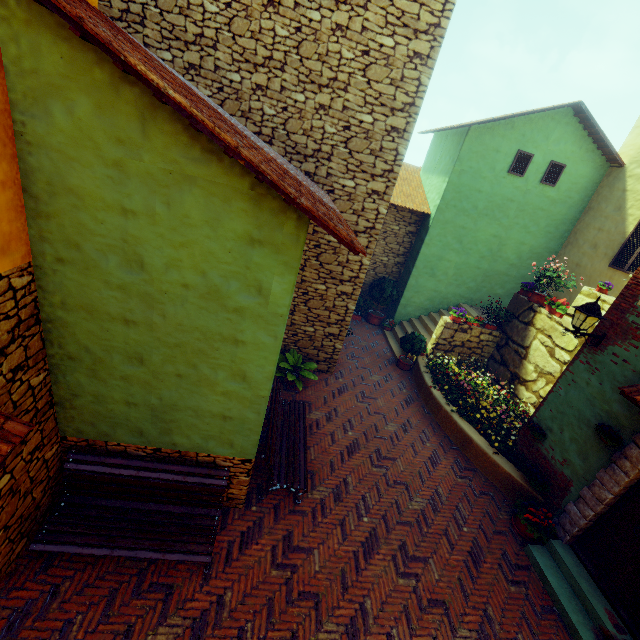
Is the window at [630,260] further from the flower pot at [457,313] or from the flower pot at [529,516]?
the flower pot at [529,516]

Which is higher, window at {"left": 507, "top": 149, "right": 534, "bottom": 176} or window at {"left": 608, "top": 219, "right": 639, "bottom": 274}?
window at {"left": 507, "top": 149, "right": 534, "bottom": 176}

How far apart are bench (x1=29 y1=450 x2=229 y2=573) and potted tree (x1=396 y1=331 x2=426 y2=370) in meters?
6.9 m

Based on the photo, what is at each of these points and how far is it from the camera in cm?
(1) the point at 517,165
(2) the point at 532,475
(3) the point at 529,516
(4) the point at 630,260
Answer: (1) window, 1062
(2) flower pot, 654
(3) flower pot, 609
(4) window, 951

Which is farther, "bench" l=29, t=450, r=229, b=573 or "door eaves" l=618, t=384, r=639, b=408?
"door eaves" l=618, t=384, r=639, b=408

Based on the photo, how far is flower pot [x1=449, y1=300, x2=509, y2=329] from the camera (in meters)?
9.95

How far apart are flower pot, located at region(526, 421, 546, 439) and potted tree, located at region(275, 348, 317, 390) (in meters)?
4.84

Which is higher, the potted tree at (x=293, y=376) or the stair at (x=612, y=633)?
the potted tree at (x=293, y=376)
